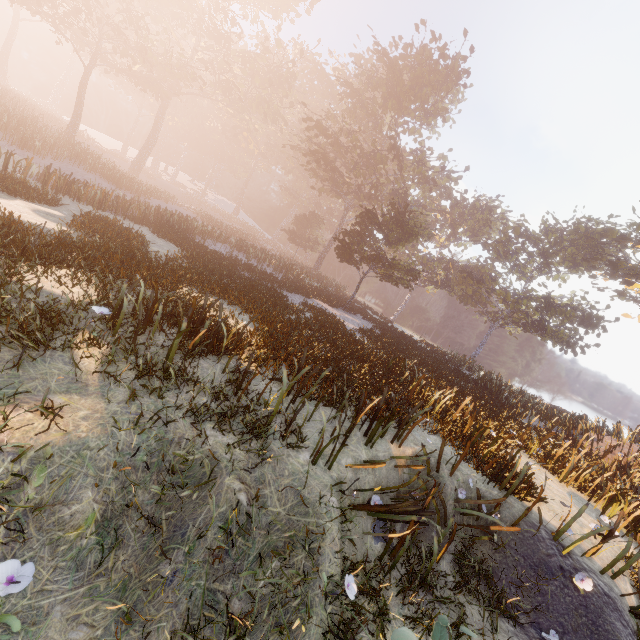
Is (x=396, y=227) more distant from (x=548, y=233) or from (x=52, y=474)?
(x=52, y=474)

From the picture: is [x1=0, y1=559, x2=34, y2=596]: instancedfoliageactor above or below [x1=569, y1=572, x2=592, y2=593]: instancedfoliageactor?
below

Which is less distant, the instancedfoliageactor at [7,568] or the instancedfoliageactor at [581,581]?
the instancedfoliageactor at [7,568]

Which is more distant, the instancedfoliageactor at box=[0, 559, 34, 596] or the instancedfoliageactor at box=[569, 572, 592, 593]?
the instancedfoliageactor at box=[569, 572, 592, 593]

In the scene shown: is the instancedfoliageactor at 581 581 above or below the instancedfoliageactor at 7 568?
above

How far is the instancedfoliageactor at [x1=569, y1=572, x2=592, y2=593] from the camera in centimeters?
561cm
